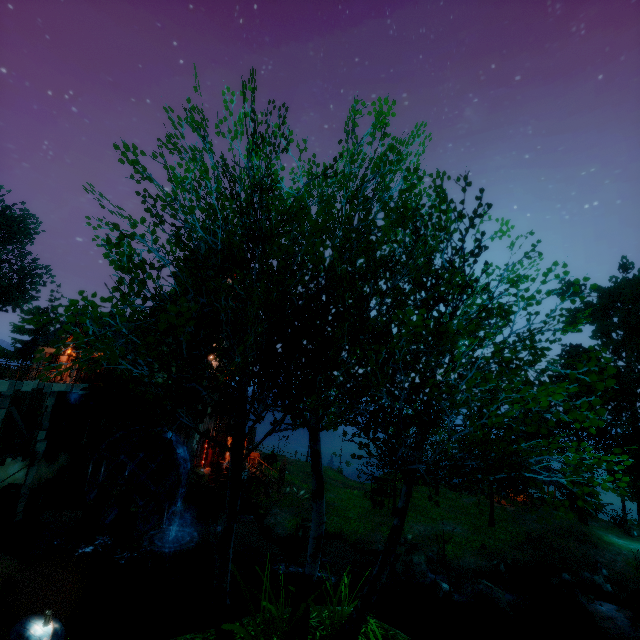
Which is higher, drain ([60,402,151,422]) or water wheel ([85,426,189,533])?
drain ([60,402,151,422])

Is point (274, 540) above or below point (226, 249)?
below

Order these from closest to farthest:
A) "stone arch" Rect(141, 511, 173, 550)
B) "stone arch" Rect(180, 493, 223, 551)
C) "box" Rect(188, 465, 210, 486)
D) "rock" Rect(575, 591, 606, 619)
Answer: "rock" Rect(575, 591, 606, 619) → "stone arch" Rect(141, 511, 173, 550) → "stone arch" Rect(180, 493, 223, 551) → "box" Rect(188, 465, 210, 486)

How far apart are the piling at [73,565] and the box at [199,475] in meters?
5.0

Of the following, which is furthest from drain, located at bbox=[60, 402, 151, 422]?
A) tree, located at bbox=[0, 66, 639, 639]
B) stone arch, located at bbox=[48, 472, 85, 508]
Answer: tree, located at bbox=[0, 66, 639, 639]

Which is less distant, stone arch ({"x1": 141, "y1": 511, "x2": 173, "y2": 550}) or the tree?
the tree

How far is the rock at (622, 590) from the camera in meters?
19.6 m

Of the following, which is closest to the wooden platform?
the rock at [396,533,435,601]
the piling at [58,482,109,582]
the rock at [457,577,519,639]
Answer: the piling at [58,482,109,582]
